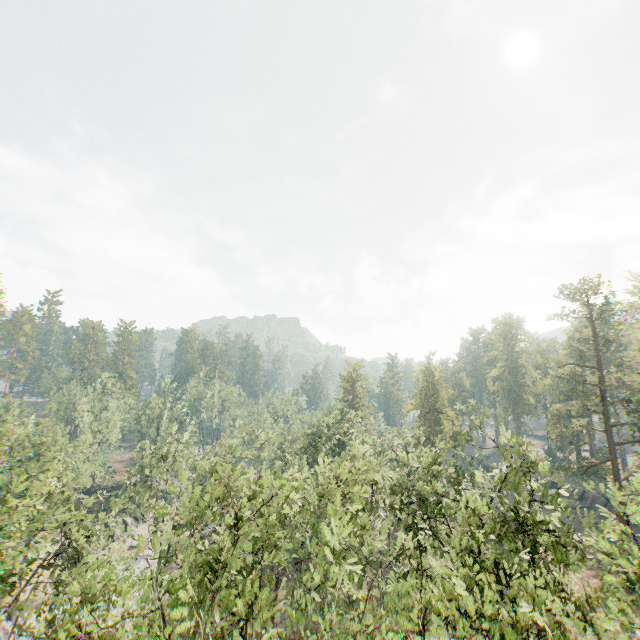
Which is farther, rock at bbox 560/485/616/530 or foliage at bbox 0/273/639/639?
rock at bbox 560/485/616/530

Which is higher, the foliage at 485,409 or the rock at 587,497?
the foliage at 485,409

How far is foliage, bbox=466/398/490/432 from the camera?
23.45m

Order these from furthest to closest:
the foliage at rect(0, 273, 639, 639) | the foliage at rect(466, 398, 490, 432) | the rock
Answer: the rock
the foliage at rect(466, 398, 490, 432)
the foliage at rect(0, 273, 639, 639)

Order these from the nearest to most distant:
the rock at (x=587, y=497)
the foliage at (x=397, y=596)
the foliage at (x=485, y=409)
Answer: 1. the foliage at (x=397, y=596)
2. the foliage at (x=485, y=409)
3. the rock at (x=587, y=497)

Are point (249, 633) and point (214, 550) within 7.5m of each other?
yes

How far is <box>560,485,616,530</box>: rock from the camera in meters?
44.3 m

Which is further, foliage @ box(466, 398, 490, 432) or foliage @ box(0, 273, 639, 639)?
foliage @ box(466, 398, 490, 432)
